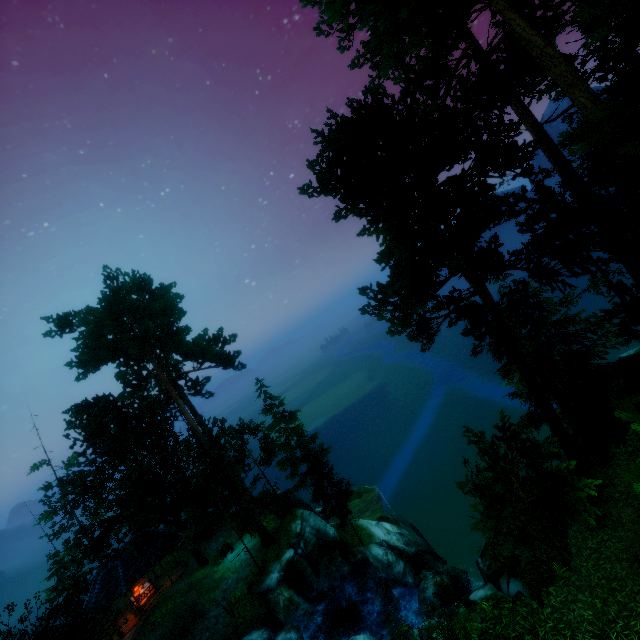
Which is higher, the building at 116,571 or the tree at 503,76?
the tree at 503,76

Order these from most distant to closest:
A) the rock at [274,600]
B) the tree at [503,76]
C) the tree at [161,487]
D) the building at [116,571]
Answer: the building at [116,571] < the tree at [161,487] < the rock at [274,600] < the tree at [503,76]

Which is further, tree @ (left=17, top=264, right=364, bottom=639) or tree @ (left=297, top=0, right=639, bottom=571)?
tree @ (left=17, top=264, right=364, bottom=639)

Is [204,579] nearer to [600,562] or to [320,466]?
[320,466]

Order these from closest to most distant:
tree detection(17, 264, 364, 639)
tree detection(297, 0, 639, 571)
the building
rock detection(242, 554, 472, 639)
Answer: tree detection(297, 0, 639, 571) → rock detection(242, 554, 472, 639) → tree detection(17, 264, 364, 639) → the building

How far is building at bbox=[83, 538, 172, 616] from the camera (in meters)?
22.39

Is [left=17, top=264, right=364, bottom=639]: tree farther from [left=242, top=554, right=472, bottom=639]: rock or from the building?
[left=242, top=554, right=472, bottom=639]: rock

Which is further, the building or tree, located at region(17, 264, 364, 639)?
the building
